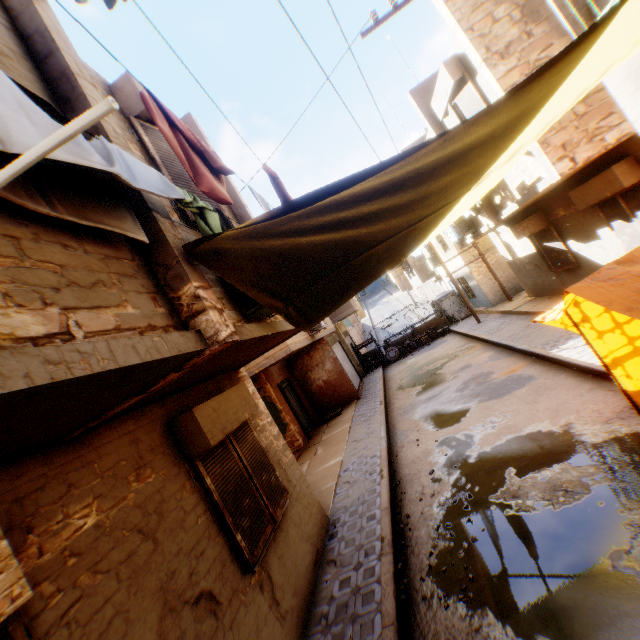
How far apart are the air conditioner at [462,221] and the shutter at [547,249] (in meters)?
1.80

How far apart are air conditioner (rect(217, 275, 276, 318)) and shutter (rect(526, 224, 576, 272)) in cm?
986

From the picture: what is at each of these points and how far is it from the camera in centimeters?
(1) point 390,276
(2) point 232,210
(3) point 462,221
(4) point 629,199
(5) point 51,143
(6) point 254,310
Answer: (1) building, 5025cm
(2) building, 634cm
(3) air conditioner, 1175cm
(4) shutter, 718cm
(5) air conditioner, 66cm
(6) air conditioner, 389cm

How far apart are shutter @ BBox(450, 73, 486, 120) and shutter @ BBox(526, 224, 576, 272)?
3.6 meters

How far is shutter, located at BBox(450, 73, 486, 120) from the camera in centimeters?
734cm

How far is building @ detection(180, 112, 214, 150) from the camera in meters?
6.4

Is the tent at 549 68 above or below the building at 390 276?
below
